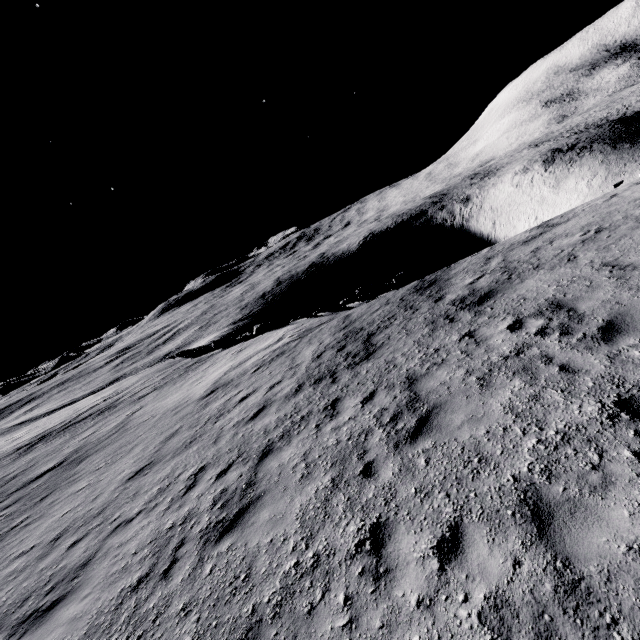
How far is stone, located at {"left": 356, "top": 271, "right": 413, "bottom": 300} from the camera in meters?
19.0

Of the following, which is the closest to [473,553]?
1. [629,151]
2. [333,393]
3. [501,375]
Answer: [501,375]

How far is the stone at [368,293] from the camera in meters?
19.0
